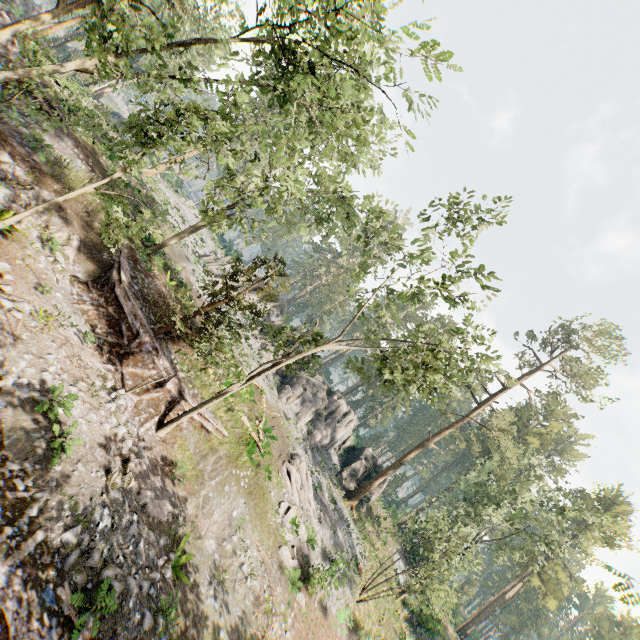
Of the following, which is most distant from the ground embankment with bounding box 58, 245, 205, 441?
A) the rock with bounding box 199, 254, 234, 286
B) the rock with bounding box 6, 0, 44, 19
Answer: the rock with bounding box 6, 0, 44, 19

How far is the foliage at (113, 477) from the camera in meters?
10.6

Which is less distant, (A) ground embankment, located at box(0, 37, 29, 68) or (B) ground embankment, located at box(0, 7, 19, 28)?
(A) ground embankment, located at box(0, 37, 29, 68)

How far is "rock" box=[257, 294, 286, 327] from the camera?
40.90m

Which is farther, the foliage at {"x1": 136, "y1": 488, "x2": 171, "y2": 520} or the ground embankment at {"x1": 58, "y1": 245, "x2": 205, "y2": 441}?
the ground embankment at {"x1": 58, "y1": 245, "x2": 205, "y2": 441}

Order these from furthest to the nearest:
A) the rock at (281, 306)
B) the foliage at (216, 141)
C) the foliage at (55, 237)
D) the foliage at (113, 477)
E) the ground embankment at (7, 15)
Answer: the rock at (281, 306), the ground embankment at (7, 15), the foliage at (55, 237), the foliage at (216, 141), the foliage at (113, 477)

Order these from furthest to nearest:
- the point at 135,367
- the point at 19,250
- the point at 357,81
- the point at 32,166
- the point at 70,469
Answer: the point at 32,166 → the point at 135,367 → the point at 357,81 → the point at 19,250 → the point at 70,469

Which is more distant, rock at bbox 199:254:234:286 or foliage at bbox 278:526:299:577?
rock at bbox 199:254:234:286
